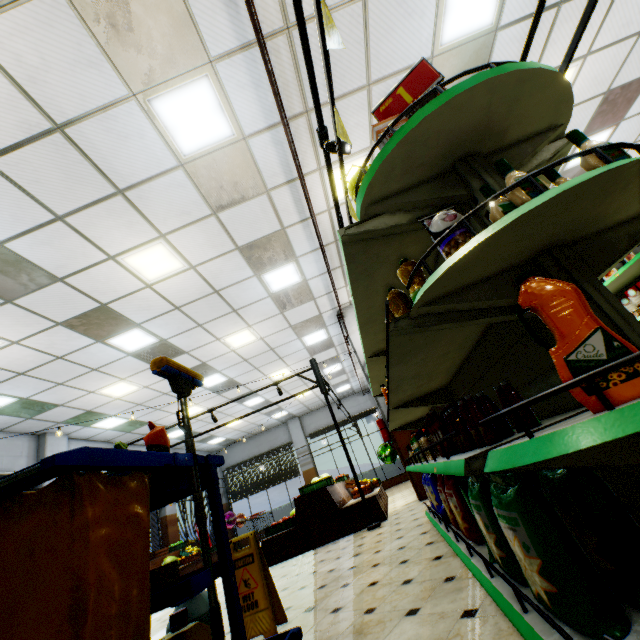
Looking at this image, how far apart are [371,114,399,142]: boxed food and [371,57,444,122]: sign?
0.23m

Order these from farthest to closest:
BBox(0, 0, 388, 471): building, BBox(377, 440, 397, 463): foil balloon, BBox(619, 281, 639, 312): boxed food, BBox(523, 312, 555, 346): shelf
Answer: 1. BBox(377, 440, 397, 463): foil balloon
2. BBox(619, 281, 639, 312): boxed food
3. BBox(0, 0, 388, 471): building
4. BBox(523, 312, 555, 346): shelf

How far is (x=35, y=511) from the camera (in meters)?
1.14

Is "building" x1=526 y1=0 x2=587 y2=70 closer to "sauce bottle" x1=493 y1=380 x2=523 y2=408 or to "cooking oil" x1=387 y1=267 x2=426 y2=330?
"sauce bottle" x1=493 y1=380 x2=523 y2=408

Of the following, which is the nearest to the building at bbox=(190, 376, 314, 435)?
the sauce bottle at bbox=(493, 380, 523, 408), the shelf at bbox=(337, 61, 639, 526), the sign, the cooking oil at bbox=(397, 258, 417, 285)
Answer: the shelf at bbox=(337, 61, 639, 526)

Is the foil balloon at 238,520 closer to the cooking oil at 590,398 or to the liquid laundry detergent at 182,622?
the liquid laundry detergent at 182,622

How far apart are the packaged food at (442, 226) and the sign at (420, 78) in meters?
0.7

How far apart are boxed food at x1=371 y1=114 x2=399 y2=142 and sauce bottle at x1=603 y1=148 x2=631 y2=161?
0.6m
